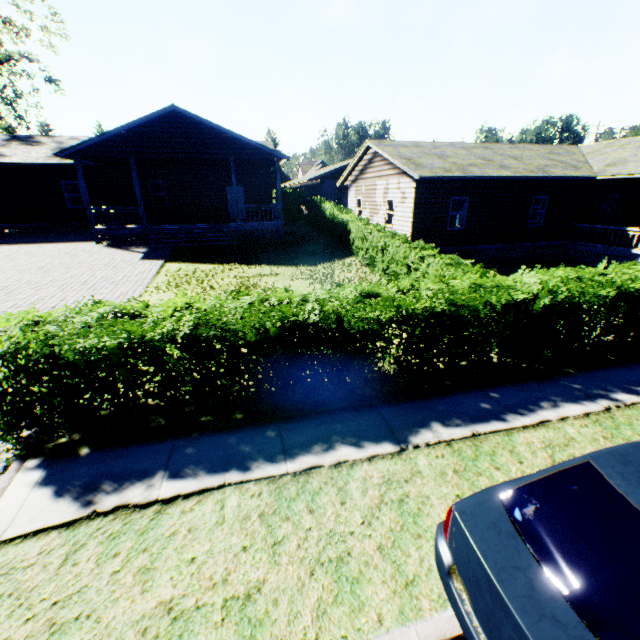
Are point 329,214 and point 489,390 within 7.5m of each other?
no

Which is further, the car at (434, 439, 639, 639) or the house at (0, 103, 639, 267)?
the house at (0, 103, 639, 267)

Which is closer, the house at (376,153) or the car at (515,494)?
the car at (515,494)

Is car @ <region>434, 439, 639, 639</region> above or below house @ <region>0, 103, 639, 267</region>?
below

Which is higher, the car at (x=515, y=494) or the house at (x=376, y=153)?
the house at (x=376, y=153)
